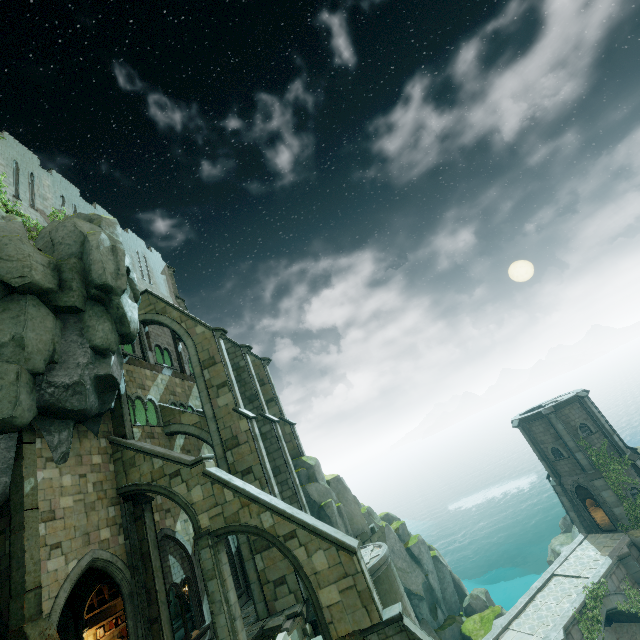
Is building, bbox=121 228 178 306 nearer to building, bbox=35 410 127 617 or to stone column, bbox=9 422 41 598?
building, bbox=35 410 127 617

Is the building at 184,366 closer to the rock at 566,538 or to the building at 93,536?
the building at 93,536

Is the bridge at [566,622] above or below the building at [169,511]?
below

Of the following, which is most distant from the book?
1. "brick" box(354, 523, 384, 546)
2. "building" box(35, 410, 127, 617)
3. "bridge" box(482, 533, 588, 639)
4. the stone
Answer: "bridge" box(482, 533, 588, 639)

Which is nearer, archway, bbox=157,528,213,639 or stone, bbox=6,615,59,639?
stone, bbox=6,615,59,639

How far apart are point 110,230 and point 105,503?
14.53m

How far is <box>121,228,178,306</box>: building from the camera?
28.98m

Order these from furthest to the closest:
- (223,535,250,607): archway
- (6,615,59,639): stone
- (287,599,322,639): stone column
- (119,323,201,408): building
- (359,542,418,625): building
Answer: (119,323,201,408): building, (223,535,250,607): archway, (359,542,418,625): building, (287,599,322,639): stone column, (6,615,59,639): stone
